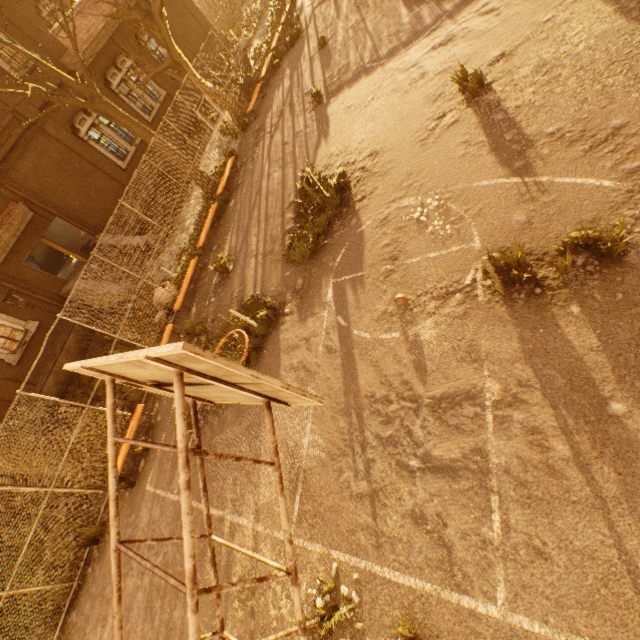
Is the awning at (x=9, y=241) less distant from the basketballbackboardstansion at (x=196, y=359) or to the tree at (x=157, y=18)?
the tree at (x=157, y=18)

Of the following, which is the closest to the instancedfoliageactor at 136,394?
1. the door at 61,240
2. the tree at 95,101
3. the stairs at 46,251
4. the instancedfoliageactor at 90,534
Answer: the tree at 95,101

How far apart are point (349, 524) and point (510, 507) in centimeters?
217cm

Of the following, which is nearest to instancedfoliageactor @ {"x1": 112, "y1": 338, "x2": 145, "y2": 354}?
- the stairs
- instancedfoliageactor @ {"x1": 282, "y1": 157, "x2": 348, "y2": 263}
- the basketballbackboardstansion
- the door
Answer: the door

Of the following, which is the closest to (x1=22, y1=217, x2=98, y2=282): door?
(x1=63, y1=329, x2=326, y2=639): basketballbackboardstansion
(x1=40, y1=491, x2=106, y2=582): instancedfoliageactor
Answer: (x1=40, y1=491, x2=106, y2=582): instancedfoliageactor

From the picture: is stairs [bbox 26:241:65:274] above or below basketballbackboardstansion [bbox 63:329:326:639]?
below

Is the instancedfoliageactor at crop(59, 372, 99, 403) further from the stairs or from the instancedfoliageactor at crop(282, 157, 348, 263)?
the instancedfoliageactor at crop(282, 157, 348, 263)

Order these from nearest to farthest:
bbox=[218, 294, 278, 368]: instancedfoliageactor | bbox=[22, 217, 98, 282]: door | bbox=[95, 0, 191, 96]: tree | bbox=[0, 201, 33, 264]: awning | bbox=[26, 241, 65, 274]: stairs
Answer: bbox=[218, 294, 278, 368]: instancedfoliageactor, bbox=[95, 0, 191, 96]: tree, bbox=[0, 201, 33, 264]: awning, bbox=[22, 217, 98, 282]: door, bbox=[26, 241, 65, 274]: stairs
